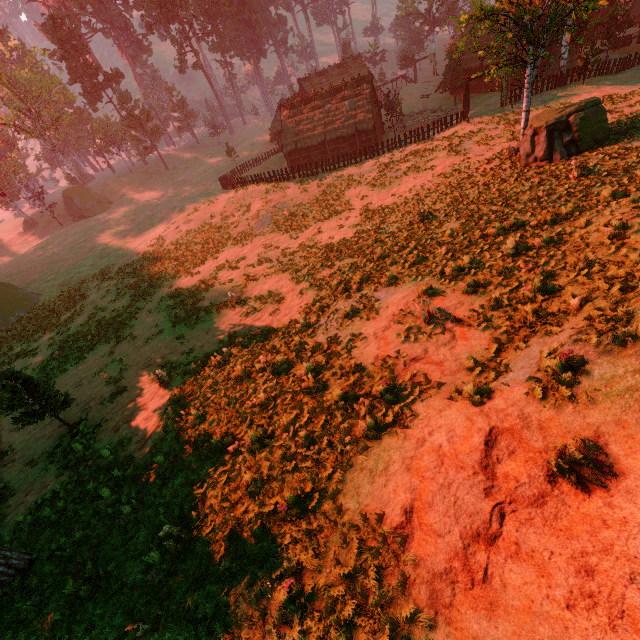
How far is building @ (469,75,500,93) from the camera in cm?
4109

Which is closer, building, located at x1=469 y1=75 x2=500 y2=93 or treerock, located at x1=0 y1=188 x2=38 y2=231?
building, located at x1=469 y1=75 x2=500 y2=93

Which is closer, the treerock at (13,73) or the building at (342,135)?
the building at (342,135)

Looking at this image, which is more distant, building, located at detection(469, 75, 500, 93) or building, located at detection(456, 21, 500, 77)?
building, located at detection(469, 75, 500, 93)

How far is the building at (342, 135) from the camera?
39.2m

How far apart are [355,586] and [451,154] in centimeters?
2947cm
